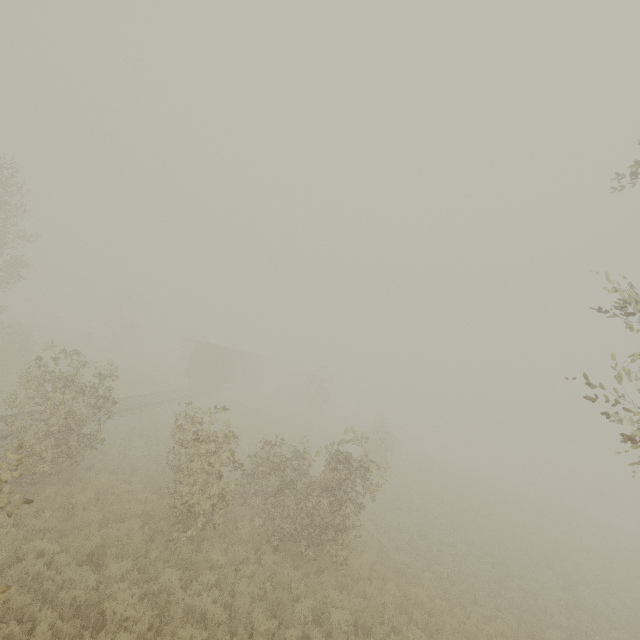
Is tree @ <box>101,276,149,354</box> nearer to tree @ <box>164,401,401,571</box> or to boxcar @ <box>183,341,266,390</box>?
tree @ <box>164,401,401,571</box>

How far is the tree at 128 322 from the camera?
44.2m

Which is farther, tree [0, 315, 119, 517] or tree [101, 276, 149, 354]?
tree [101, 276, 149, 354]

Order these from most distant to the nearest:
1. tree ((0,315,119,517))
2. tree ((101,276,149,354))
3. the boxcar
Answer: tree ((101,276,149,354))
the boxcar
tree ((0,315,119,517))

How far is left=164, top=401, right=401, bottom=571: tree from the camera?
10.0 meters

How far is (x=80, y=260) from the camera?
57.19m

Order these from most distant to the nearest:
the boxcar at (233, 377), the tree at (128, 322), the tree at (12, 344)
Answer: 1. the tree at (128, 322)
2. the boxcar at (233, 377)
3. the tree at (12, 344)
